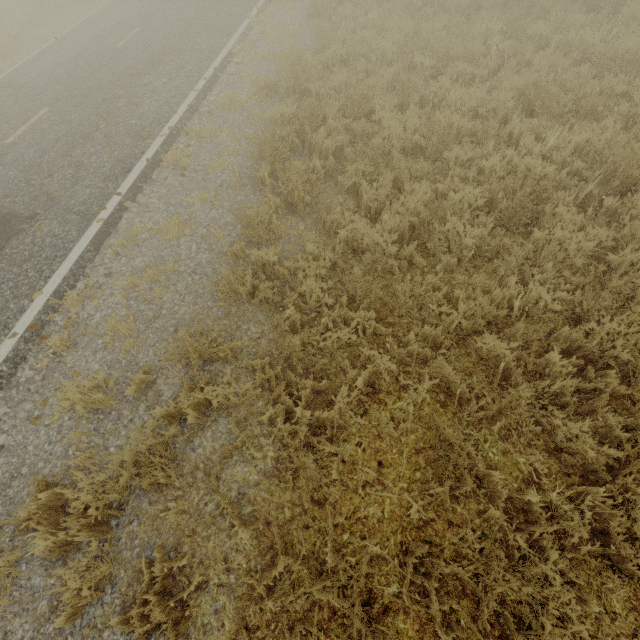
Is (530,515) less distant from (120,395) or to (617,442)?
(617,442)
